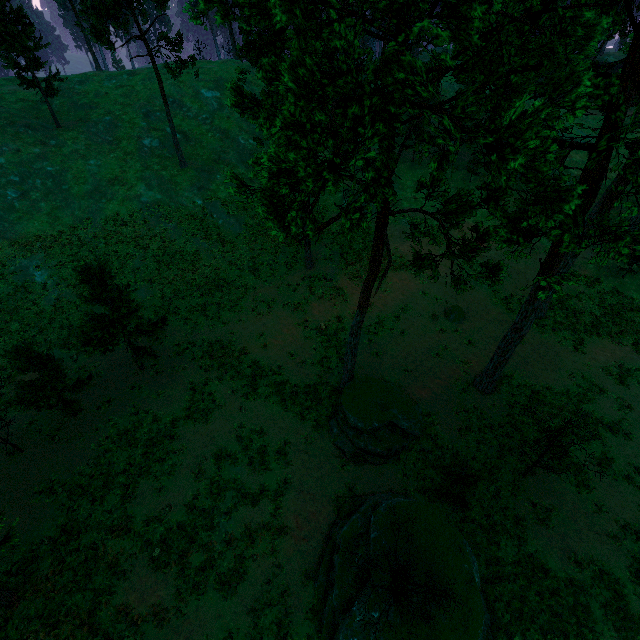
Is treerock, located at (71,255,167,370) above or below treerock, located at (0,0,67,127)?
below

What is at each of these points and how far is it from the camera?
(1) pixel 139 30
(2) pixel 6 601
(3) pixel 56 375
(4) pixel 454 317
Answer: (1) treerock, 28.9 meters
(2) treerock, 13.5 meters
(3) treerock, 18.8 meters
(4) treerock, 26.7 meters

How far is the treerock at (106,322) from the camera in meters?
17.8 m

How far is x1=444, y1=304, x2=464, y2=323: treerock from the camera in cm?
2656

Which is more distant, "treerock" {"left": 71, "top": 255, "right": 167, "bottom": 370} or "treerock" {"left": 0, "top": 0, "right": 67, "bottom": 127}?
"treerock" {"left": 0, "top": 0, "right": 67, "bottom": 127}

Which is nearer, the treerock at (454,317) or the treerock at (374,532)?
the treerock at (374,532)
